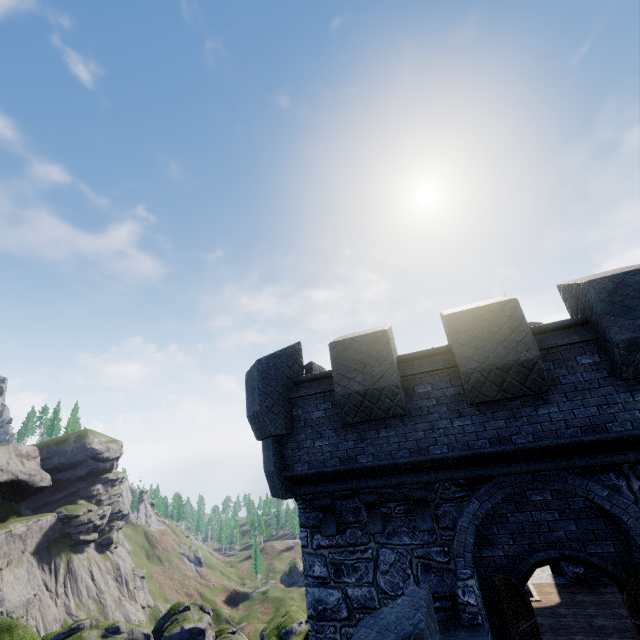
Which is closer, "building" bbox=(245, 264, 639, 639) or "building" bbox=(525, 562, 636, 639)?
"building" bbox=(245, 264, 639, 639)

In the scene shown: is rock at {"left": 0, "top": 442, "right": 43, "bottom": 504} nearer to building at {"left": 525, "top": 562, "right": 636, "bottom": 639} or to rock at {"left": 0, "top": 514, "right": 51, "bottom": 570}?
rock at {"left": 0, "top": 514, "right": 51, "bottom": 570}

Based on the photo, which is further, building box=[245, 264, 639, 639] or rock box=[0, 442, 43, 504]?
rock box=[0, 442, 43, 504]

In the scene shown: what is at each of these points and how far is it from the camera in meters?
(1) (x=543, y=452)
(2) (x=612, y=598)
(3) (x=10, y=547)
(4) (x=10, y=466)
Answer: (1) building, 5.7
(2) building, 9.8
(3) rock, 51.4
(4) rock, 55.5

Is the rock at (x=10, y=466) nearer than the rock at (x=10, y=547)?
No

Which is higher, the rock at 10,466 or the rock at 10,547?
the rock at 10,466

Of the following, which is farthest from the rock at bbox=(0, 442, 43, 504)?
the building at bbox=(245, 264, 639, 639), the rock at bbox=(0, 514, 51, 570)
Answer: the building at bbox=(245, 264, 639, 639)
